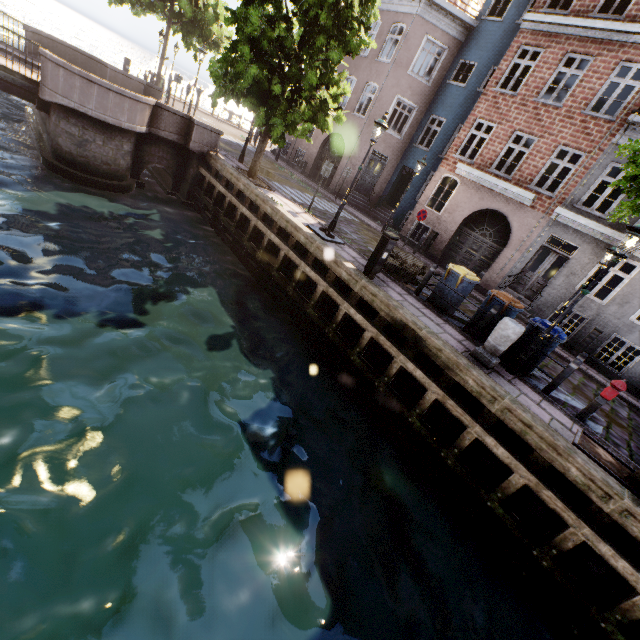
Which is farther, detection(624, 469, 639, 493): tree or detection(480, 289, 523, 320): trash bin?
detection(480, 289, 523, 320): trash bin

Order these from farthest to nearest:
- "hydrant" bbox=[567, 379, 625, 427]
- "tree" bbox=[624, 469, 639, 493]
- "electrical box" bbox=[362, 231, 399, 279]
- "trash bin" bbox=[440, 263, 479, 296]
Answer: "trash bin" bbox=[440, 263, 479, 296] → "electrical box" bbox=[362, 231, 399, 279] → "hydrant" bbox=[567, 379, 625, 427] → "tree" bbox=[624, 469, 639, 493]

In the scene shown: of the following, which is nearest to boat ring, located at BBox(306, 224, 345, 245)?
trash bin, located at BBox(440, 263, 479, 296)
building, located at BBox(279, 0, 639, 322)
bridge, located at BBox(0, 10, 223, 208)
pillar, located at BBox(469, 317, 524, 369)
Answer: trash bin, located at BBox(440, 263, 479, 296)

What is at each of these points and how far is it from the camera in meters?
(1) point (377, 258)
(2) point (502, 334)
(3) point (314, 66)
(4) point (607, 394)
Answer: (1) electrical box, 8.2
(2) pillar, 6.7
(3) tree, 10.6
(4) hydrant, 6.7

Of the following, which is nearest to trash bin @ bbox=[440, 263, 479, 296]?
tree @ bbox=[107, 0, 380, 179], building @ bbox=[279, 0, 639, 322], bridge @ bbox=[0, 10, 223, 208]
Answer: tree @ bbox=[107, 0, 380, 179]

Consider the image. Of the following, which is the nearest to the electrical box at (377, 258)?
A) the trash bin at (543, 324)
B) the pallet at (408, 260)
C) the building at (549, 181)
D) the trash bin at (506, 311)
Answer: the pallet at (408, 260)

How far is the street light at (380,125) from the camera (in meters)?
A: 9.48

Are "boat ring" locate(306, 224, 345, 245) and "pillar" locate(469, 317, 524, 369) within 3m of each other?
no
